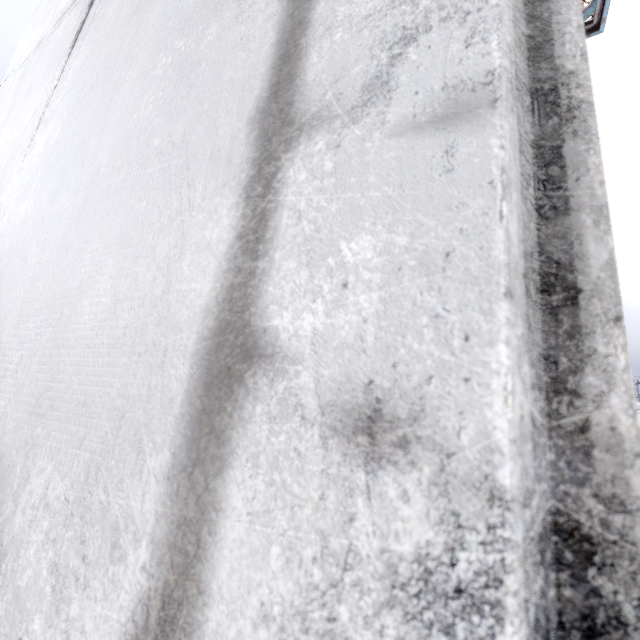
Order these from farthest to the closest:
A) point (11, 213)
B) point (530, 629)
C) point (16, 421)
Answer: point (11, 213) < point (16, 421) < point (530, 629)
